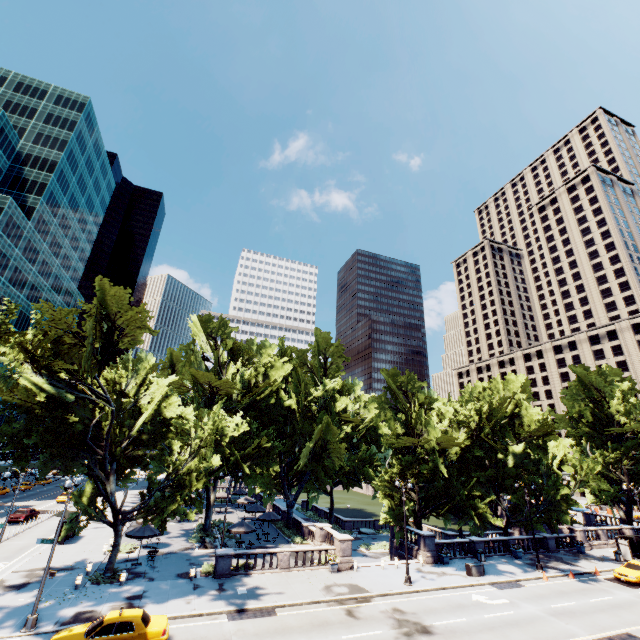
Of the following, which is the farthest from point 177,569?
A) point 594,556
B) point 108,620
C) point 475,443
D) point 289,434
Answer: point 594,556

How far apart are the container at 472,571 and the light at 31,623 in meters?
30.6

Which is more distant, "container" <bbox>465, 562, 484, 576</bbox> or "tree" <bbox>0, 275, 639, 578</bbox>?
"container" <bbox>465, 562, 484, 576</bbox>

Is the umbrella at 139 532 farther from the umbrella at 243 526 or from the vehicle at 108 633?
the vehicle at 108 633

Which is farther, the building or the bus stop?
the building

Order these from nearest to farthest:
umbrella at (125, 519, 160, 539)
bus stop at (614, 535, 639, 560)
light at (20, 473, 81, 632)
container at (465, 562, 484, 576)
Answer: light at (20, 473, 81, 632) < umbrella at (125, 519, 160, 539) < container at (465, 562, 484, 576) < bus stop at (614, 535, 639, 560)

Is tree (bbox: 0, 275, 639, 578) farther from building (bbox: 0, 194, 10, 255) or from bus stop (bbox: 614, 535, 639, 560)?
building (bbox: 0, 194, 10, 255)

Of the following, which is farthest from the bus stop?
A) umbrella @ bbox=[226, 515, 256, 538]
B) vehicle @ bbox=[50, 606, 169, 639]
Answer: vehicle @ bbox=[50, 606, 169, 639]
